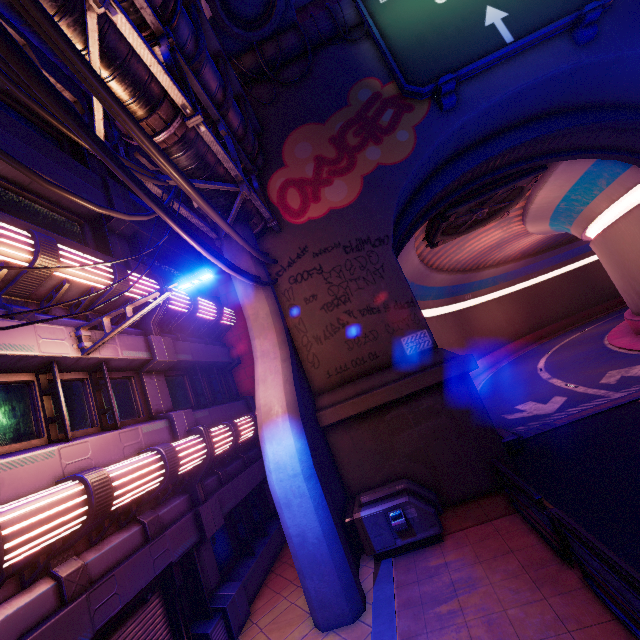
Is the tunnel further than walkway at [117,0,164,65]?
Yes

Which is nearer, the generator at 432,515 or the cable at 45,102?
the cable at 45,102

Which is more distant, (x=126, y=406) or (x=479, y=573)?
(x=126, y=406)

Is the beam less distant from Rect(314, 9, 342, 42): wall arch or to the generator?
the generator

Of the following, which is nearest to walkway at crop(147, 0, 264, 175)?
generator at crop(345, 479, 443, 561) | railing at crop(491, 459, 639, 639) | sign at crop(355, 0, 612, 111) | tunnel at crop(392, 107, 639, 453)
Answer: sign at crop(355, 0, 612, 111)

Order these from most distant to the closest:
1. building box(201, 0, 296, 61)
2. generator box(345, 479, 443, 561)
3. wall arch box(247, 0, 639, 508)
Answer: building box(201, 0, 296, 61) < wall arch box(247, 0, 639, 508) < generator box(345, 479, 443, 561)

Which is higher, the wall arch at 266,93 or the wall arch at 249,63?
the wall arch at 249,63

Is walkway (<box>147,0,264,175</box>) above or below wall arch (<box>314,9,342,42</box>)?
below
